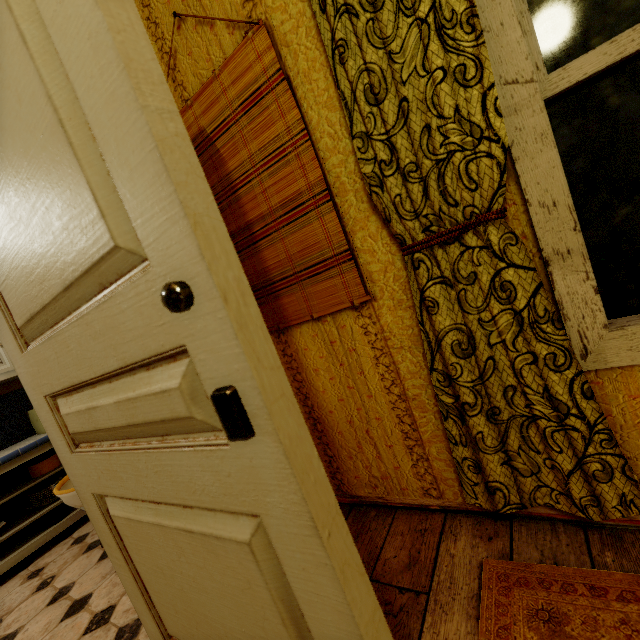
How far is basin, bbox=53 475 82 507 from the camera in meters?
1.9 m

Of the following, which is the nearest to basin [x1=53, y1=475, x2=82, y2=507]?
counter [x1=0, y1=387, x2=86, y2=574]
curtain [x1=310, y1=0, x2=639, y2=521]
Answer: counter [x1=0, y1=387, x2=86, y2=574]

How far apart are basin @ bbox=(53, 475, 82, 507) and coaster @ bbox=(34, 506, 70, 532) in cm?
72

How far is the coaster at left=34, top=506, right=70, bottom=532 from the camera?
2.54m

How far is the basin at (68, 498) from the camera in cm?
187

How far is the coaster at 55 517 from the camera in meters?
2.5

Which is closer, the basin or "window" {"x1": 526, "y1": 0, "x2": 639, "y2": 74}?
"window" {"x1": 526, "y1": 0, "x2": 639, "y2": 74}

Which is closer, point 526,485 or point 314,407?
point 526,485
